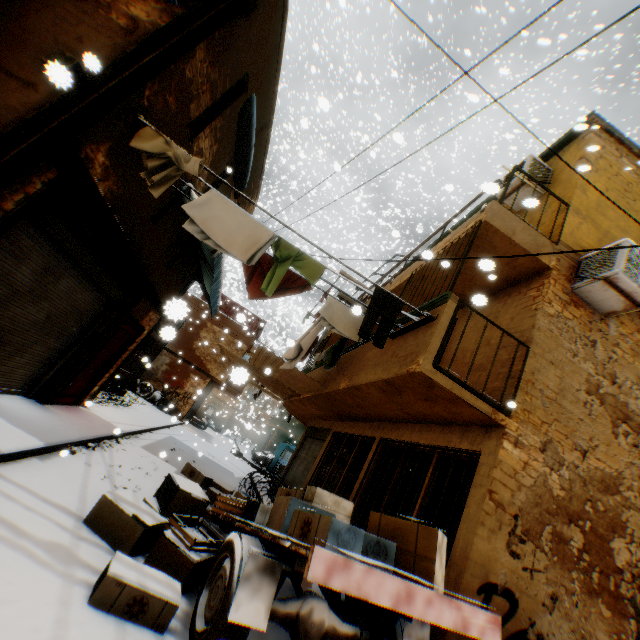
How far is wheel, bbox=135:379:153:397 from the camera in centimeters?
1970cm

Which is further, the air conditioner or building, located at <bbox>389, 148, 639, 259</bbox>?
building, located at <bbox>389, 148, 639, 259</bbox>

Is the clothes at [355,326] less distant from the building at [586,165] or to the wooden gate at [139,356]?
the building at [586,165]

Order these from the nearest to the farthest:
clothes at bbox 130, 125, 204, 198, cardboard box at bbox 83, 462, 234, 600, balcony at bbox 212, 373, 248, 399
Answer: balcony at bbox 212, 373, 248, 399, cardboard box at bbox 83, 462, 234, 600, clothes at bbox 130, 125, 204, 198

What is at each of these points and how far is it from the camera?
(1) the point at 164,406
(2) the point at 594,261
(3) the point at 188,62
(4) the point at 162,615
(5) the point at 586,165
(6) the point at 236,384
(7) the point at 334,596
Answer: (1) cardboard box, 19.6m
(2) air conditioner, 5.5m
(3) building, 4.6m
(4) cardboard box, 2.9m
(5) building, 6.7m
(6) balcony, 21.9m
(7) building, 5.5m

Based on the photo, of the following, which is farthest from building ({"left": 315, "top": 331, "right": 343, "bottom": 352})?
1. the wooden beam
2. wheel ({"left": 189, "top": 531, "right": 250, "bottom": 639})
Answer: wheel ({"left": 189, "top": 531, "right": 250, "bottom": 639})

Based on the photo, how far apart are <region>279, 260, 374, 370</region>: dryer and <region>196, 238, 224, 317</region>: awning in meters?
1.6

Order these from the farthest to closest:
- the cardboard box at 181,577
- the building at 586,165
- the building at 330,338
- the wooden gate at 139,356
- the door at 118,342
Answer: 1. the wooden gate at 139,356
2. the building at 330,338
3. the door at 118,342
4. the building at 586,165
5. the cardboard box at 181,577
